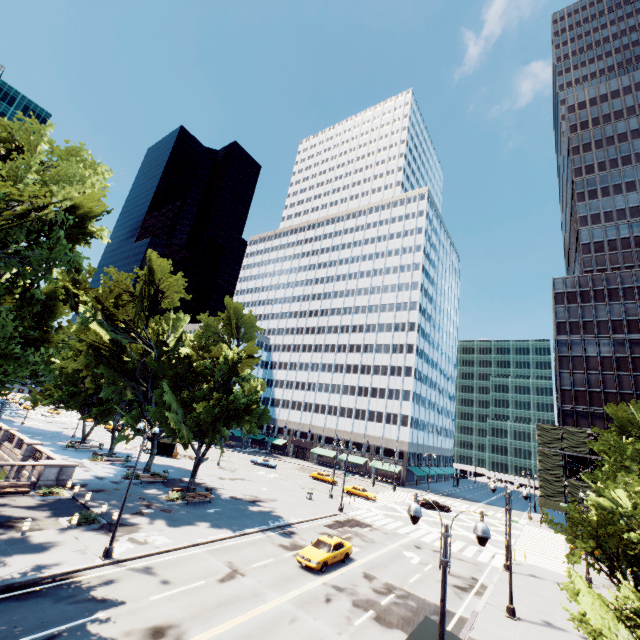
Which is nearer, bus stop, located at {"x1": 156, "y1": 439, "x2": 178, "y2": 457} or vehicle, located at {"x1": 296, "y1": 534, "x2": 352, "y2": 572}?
vehicle, located at {"x1": 296, "y1": 534, "x2": 352, "y2": 572}

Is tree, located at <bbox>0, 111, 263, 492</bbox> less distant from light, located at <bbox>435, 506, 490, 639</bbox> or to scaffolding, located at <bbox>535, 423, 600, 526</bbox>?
light, located at <bbox>435, 506, 490, 639</bbox>

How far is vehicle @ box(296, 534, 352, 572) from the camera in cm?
2130

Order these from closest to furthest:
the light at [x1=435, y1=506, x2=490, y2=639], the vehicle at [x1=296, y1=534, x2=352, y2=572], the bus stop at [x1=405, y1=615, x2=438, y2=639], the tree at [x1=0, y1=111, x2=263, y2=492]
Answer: the light at [x1=435, y1=506, x2=490, y2=639]
the bus stop at [x1=405, y1=615, x2=438, y2=639]
the tree at [x1=0, y1=111, x2=263, y2=492]
the vehicle at [x1=296, y1=534, x2=352, y2=572]

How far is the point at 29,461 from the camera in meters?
34.0 m

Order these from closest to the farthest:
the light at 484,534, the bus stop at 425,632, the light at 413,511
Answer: the light at 484,534 → the light at 413,511 → the bus stop at 425,632

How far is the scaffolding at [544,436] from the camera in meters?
49.8 m

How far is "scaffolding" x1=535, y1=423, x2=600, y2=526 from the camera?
49.84m
